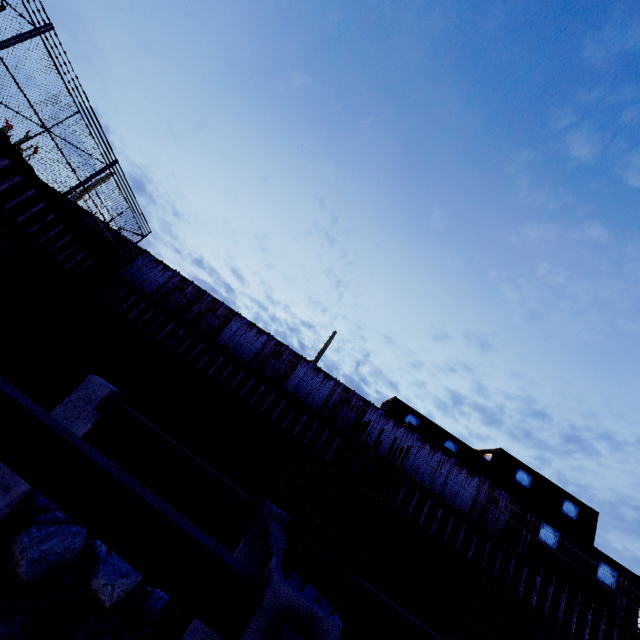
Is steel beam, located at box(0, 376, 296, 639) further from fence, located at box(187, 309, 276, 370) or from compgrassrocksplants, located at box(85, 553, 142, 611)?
fence, located at box(187, 309, 276, 370)

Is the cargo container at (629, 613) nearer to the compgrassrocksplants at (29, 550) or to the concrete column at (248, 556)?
the concrete column at (248, 556)

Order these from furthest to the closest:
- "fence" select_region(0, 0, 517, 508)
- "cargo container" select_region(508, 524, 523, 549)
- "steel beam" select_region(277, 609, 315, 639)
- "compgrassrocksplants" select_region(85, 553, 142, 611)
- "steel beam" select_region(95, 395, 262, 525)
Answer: "cargo container" select_region(508, 524, 523, 549)
"fence" select_region(0, 0, 517, 508)
"steel beam" select_region(95, 395, 262, 525)
"compgrassrocksplants" select_region(85, 553, 142, 611)
"steel beam" select_region(277, 609, 315, 639)

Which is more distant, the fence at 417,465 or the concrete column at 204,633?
the fence at 417,465

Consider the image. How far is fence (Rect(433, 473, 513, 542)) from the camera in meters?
14.1

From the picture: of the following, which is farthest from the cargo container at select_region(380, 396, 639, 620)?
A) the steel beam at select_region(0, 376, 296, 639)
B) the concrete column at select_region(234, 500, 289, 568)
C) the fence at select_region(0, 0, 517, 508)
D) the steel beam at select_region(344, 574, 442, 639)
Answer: the steel beam at select_region(0, 376, 296, 639)

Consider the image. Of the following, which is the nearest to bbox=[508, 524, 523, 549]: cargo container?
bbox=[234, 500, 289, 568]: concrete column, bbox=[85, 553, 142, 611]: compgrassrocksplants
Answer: bbox=[234, 500, 289, 568]: concrete column

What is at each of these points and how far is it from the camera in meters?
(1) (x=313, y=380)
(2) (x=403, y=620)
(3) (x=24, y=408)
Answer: (1) fence, 15.5
(2) steel beam, 6.7
(3) steel beam, 2.7
